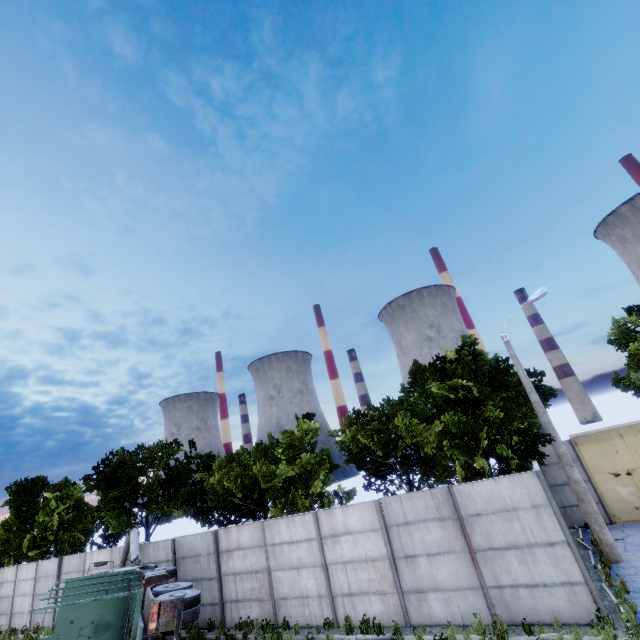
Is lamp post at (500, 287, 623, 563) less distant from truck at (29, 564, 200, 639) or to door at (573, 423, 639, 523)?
door at (573, 423, 639, 523)

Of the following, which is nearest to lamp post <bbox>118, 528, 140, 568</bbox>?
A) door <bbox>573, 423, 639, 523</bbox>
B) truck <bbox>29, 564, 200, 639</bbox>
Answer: truck <bbox>29, 564, 200, 639</bbox>

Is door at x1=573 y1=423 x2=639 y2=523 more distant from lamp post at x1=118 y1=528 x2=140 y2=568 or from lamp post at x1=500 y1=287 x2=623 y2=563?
lamp post at x1=118 y1=528 x2=140 y2=568

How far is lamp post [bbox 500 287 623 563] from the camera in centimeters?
1150cm

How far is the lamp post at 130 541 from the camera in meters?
15.6

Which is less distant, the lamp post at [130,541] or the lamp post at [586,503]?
the lamp post at [586,503]

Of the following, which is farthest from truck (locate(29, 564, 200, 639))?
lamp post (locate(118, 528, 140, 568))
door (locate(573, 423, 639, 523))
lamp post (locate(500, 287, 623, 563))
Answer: door (locate(573, 423, 639, 523))

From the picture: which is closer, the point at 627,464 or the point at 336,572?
the point at 336,572
